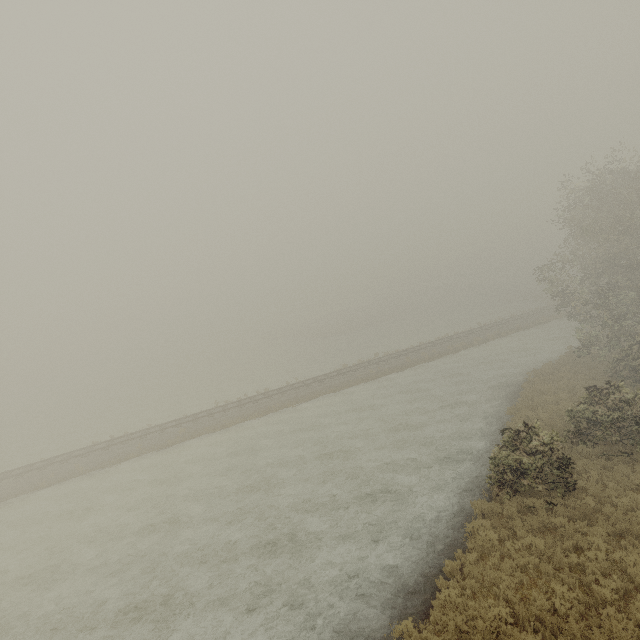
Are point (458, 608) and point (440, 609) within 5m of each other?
yes
